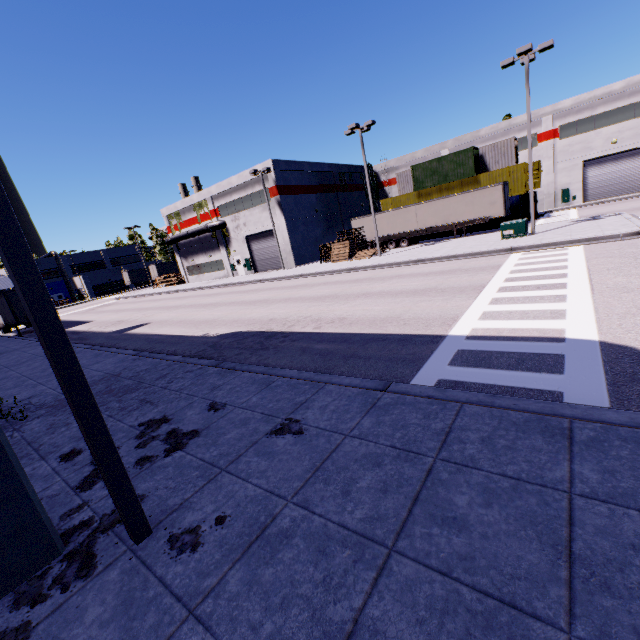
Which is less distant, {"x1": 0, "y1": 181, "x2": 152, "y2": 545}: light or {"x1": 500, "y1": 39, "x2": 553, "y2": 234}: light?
{"x1": 0, "y1": 181, "x2": 152, "y2": 545}: light

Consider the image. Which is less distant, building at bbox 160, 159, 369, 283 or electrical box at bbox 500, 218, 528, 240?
electrical box at bbox 500, 218, 528, 240

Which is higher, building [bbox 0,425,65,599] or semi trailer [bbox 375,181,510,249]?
semi trailer [bbox 375,181,510,249]

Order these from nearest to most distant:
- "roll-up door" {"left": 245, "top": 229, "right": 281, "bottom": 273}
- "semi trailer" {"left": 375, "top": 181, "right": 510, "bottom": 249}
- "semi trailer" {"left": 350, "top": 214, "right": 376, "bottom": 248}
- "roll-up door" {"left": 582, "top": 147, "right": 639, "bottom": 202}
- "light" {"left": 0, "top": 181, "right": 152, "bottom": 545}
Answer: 1. "light" {"left": 0, "top": 181, "right": 152, "bottom": 545}
2. "semi trailer" {"left": 375, "top": 181, "right": 510, "bottom": 249}
3. "roll-up door" {"left": 582, "top": 147, "right": 639, "bottom": 202}
4. "semi trailer" {"left": 350, "top": 214, "right": 376, "bottom": 248}
5. "roll-up door" {"left": 245, "top": 229, "right": 281, "bottom": 273}

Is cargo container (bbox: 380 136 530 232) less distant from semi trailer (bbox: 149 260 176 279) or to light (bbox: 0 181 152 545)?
semi trailer (bbox: 149 260 176 279)

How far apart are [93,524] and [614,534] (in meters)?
5.37

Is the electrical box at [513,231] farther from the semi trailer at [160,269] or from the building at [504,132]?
the building at [504,132]
